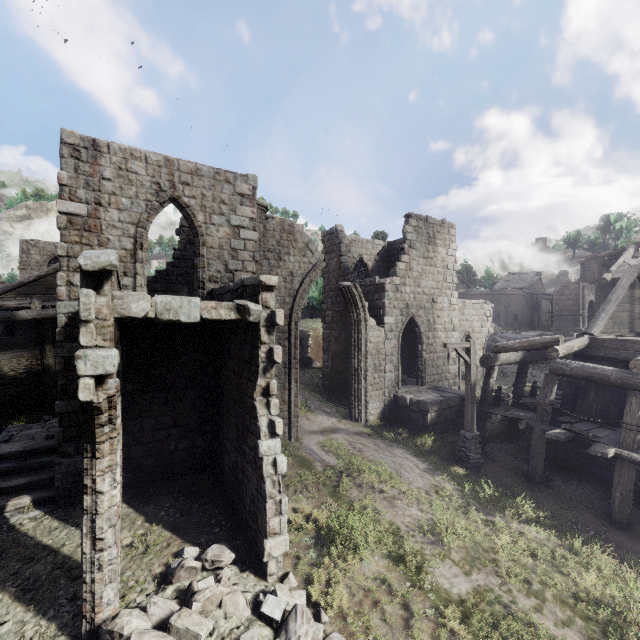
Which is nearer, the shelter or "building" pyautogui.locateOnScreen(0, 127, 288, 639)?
"building" pyautogui.locateOnScreen(0, 127, 288, 639)

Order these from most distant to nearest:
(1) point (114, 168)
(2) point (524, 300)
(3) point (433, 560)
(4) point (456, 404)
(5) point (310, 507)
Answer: (2) point (524, 300) → (4) point (456, 404) → (1) point (114, 168) → (5) point (310, 507) → (3) point (433, 560)

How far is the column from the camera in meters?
12.6 m

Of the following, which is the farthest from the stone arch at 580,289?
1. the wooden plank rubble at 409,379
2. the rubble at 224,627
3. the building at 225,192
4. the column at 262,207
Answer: the rubble at 224,627

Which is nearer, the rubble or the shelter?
the rubble

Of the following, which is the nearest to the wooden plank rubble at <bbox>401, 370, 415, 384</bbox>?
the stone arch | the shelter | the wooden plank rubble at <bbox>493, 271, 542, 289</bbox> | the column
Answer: the shelter

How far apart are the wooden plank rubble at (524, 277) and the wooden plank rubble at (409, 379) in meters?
38.0 m

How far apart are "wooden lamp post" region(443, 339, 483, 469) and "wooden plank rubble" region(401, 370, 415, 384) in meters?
5.4 m
